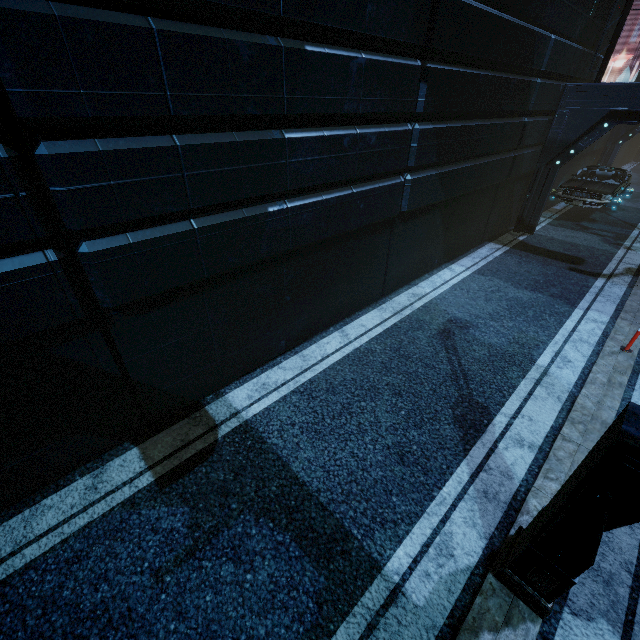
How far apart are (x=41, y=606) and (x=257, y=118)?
5.9m

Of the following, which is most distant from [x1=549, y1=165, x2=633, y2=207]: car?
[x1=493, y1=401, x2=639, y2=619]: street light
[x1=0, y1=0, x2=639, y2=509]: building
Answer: [x1=493, y1=401, x2=639, y2=619]: street light

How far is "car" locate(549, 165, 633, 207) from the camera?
13.1 meters

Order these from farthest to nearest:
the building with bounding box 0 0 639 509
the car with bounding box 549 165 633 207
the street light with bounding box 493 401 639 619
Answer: the car with bounding box 549 165 633 207, the building with bounding box 0 0 639 509, the street light with bounding box 493 401 639 619

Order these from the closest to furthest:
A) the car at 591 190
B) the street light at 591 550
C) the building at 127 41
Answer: the street light at 591 550 < the building at 127 41 < the car at 591 190

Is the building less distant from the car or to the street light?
the car

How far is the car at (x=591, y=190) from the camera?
13.15m
